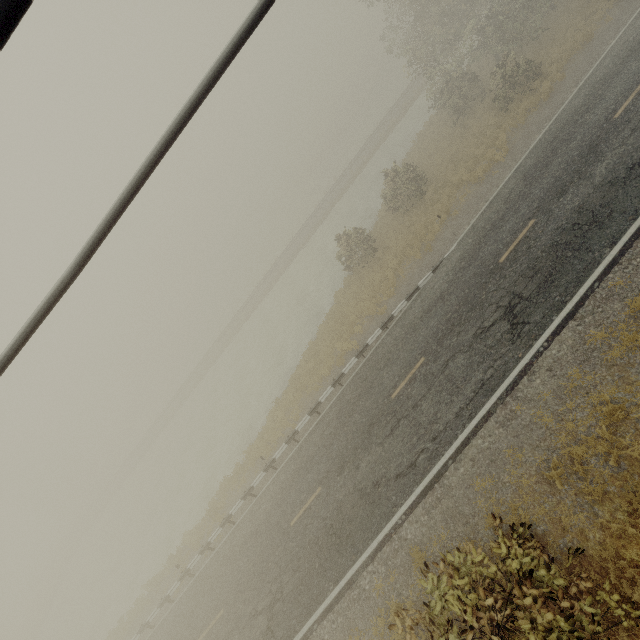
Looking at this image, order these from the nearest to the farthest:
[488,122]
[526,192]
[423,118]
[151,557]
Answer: [526,192] < [488,122] < [151,557] < [423,118]
